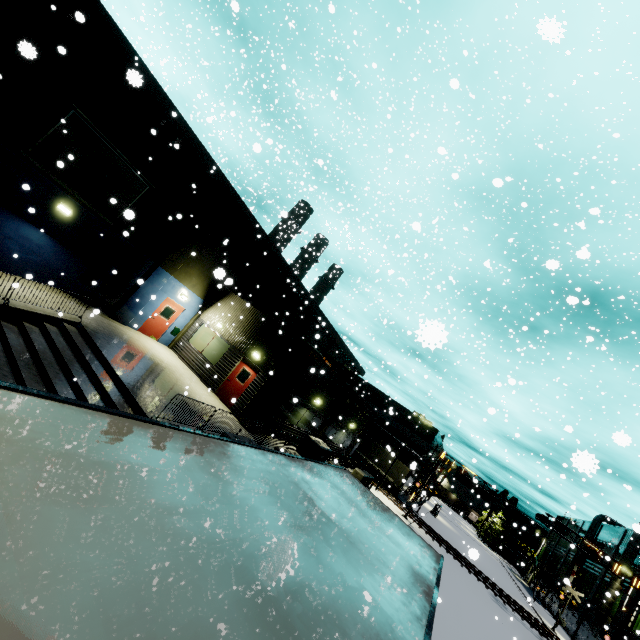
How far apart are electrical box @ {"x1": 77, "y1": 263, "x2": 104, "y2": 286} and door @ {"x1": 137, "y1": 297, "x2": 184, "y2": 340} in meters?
3.2 m

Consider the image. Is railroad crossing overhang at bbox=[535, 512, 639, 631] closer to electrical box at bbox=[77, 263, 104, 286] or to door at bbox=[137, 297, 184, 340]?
door at bbox=[137, 297, 184, 340]

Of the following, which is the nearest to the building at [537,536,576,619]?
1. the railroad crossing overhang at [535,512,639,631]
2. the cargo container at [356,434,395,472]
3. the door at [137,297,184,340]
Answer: the door at [137,297,184,340]

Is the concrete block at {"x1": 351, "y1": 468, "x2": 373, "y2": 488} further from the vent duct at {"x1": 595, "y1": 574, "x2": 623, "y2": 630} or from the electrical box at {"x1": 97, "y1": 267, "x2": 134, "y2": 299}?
the vent duct at {"x1": 595, "y1": 574, "x2": 623, "y2": 630}

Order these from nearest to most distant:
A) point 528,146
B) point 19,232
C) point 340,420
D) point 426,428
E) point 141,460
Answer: point 141,460 → point 19,232 → point 340,420 → point 528,146 → point 426,428

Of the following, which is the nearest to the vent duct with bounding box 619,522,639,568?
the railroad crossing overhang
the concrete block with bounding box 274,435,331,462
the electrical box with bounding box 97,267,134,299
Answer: the railroad crossing overhang

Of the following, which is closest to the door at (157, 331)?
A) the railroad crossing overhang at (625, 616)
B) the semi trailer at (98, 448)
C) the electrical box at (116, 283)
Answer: the electrical box at (116, 283)

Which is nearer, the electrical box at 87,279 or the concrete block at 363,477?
the electrical box at 87,279
